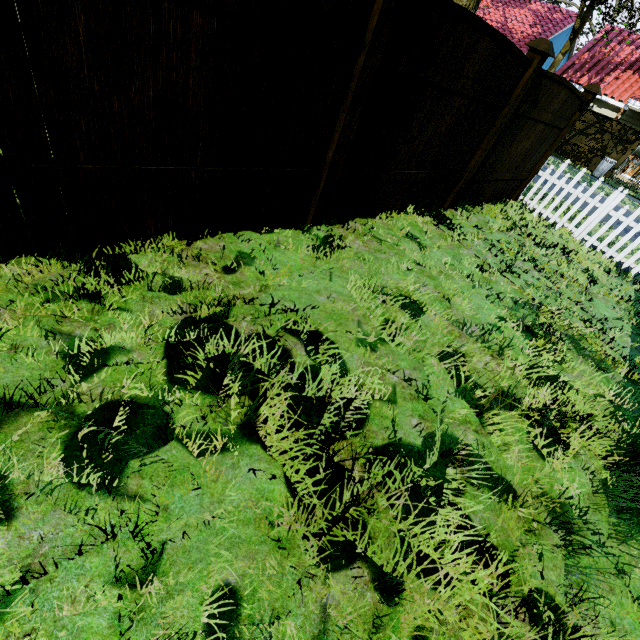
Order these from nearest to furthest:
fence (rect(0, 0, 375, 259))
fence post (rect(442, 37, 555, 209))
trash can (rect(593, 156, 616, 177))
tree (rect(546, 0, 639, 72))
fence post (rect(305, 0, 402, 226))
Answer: fence (rect(0, 0, 375, 259)) < fence post (rect(305, 0, 402, 226)) < fence post (rect(442, 37, 555, 209)) < tree (rect(546, 0, 639, 72)) < trash can (rect(593, 156, 616, 177))

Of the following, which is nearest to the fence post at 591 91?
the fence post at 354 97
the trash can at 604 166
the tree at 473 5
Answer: the tree at 473 5

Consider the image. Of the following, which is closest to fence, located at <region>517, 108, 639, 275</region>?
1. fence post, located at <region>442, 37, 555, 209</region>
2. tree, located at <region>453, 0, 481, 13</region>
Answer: fence post, located at <region>442, 37, 555, 209</region>

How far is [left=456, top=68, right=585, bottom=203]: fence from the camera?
4.8m

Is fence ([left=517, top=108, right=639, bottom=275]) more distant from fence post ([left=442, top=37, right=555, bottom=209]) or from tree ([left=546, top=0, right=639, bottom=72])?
tree ([left=546, top=0, right=639, bottom=72])

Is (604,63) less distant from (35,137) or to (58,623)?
(35,137)

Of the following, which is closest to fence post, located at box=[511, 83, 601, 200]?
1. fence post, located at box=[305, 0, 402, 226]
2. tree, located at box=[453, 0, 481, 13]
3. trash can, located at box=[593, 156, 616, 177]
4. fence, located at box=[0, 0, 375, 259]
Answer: fence, located at box=[0, 0, 375, 259]

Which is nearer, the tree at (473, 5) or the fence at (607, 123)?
the tree at (473, 5)
